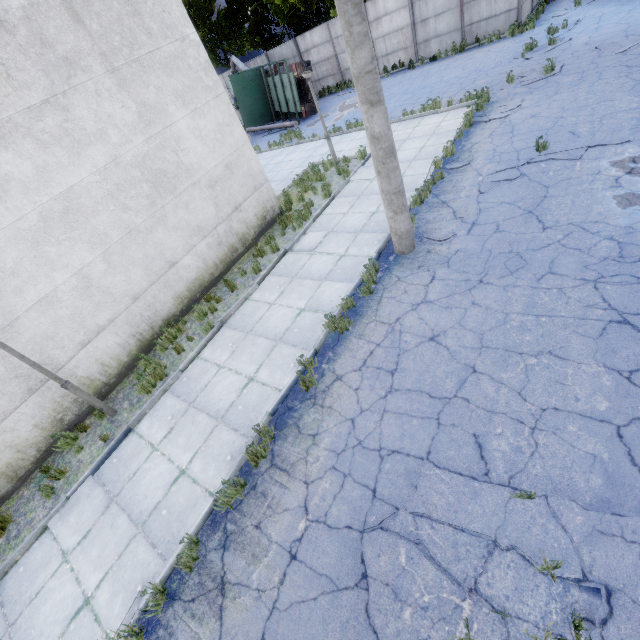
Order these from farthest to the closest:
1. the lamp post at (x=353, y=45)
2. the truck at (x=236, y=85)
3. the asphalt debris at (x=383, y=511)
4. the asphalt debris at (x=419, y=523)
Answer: the truck at (x=236, y=85)
the lamp post at (x=353, y=45)
the asphalt debris at (x=383, y=511)
the asphalt debris at (x=419, y=523)

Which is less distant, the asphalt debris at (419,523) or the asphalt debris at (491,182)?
the asphalt debris at (419,523)

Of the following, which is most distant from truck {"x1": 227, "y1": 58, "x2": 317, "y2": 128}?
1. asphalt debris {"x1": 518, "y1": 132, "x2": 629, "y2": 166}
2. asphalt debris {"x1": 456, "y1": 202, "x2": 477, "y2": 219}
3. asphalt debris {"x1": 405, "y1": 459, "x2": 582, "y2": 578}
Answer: asphalt debris {"x1": 405, "y1": 459, "x2": 582, "y2": 578}

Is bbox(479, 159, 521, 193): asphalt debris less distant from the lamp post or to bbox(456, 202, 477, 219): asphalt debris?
bbox(456, 202, 477, 219): asphalt debris

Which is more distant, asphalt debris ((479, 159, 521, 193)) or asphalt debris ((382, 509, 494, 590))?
asphalt debris ((479, 159, 521, 193))

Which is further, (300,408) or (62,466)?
(62,466)

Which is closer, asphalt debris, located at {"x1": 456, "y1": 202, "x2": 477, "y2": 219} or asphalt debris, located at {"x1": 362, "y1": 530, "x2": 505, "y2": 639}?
asphalt debris, located at {"x1": 362, "y1": 530, "x2": 505, "y2": 639}
